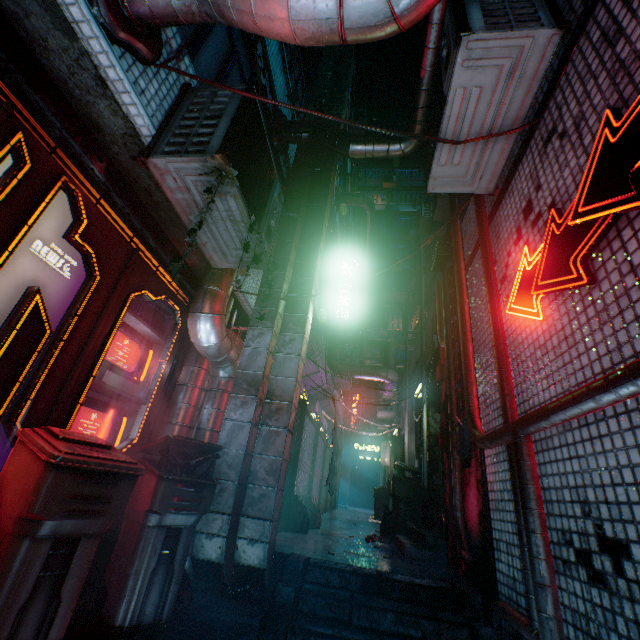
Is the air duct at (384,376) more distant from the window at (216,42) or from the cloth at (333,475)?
the window at (216,42)

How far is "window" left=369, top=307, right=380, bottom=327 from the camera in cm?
2186

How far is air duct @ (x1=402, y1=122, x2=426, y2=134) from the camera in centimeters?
412cm

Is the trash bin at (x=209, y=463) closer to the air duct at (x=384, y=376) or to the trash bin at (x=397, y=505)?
the trash bin at (x=397, y=505)

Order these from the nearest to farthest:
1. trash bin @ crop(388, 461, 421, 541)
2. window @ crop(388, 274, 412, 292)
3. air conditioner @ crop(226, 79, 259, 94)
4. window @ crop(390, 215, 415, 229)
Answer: air conditioner @ crop(226, 79, 259, 94), trash bin @ crop(388, 461, 421, 541), window @ crop(388, 274, 412, 292), window @ crop(390, 215, 415, 229)

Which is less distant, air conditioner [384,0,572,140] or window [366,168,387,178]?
air conditioner [384,0,572,140]

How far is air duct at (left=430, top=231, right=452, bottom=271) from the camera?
4.4 meters

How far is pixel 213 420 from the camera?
3.3 meters
